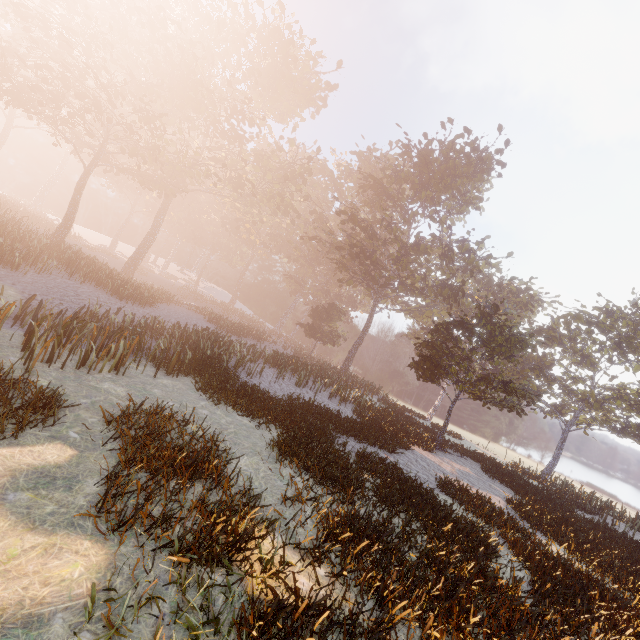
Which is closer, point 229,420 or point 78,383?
point 78,383
